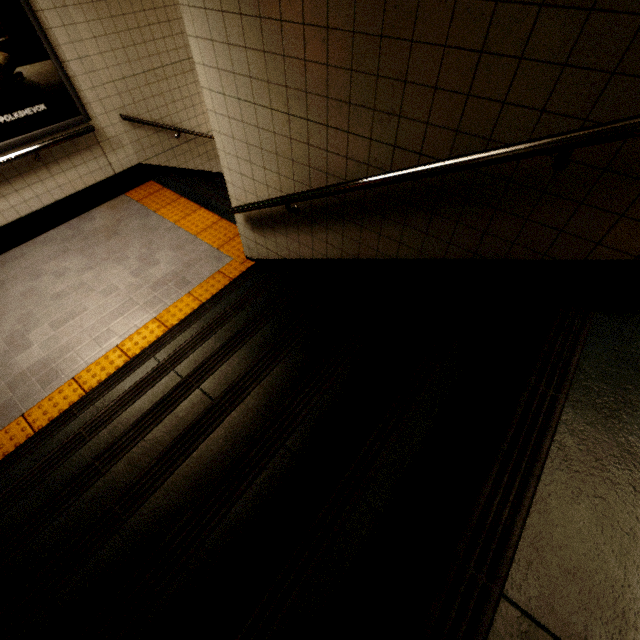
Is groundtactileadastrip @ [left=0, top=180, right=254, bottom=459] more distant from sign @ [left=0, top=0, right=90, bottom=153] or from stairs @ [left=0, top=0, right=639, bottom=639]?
sign @ [left=0, top=0, right=90, bottom=153]

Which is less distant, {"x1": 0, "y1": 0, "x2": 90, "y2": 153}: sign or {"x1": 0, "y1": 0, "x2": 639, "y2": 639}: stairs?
{"x1": 0, "y1": 0, "x2": 639, "y2": 639}: stairs

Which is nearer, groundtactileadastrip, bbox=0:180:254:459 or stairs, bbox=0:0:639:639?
stairs, bbox=0:0:639:639

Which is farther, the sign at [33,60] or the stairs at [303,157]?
the sign at [33,60]

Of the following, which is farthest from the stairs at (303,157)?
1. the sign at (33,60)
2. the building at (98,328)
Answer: the sign at (33,60)

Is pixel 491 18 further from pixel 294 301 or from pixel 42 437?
pixel 42 437

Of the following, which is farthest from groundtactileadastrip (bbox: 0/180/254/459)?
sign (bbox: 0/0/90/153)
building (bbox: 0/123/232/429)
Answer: sign (bbox: 0/0/90/153)

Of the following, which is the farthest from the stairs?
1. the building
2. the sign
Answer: the sign
